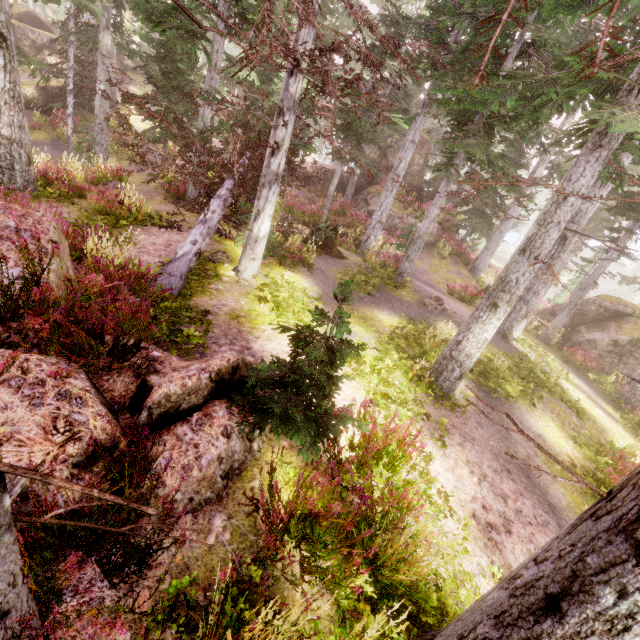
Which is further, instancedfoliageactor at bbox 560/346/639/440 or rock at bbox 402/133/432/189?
rock at bbox 402/133/432/189

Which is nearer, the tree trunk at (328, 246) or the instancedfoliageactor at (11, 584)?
the instancedfoliageactor at (11, 584)

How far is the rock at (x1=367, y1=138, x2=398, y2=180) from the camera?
27.0m

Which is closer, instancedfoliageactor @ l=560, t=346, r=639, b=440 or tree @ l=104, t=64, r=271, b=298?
tree @ l=104, t=64, r=271, b=298

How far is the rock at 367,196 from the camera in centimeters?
2547cm

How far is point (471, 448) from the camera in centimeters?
616cm

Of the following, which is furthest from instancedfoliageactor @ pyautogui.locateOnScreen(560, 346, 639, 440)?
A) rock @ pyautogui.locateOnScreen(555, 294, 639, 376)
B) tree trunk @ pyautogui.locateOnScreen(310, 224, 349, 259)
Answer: tree trunk @ pyautogui.locateOnScreen(310, 224, 349, 259)

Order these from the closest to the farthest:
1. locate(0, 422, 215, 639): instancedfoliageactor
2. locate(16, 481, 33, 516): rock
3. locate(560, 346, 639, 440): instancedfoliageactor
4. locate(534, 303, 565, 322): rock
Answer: locate(0, 422, 215, 639): instancedfoliageactor, locate(16, 481, 33, 516): rock, locate(560, 346, 639, 440): instancedfoliageactor, locate(534, 303, 565, 322): rock
